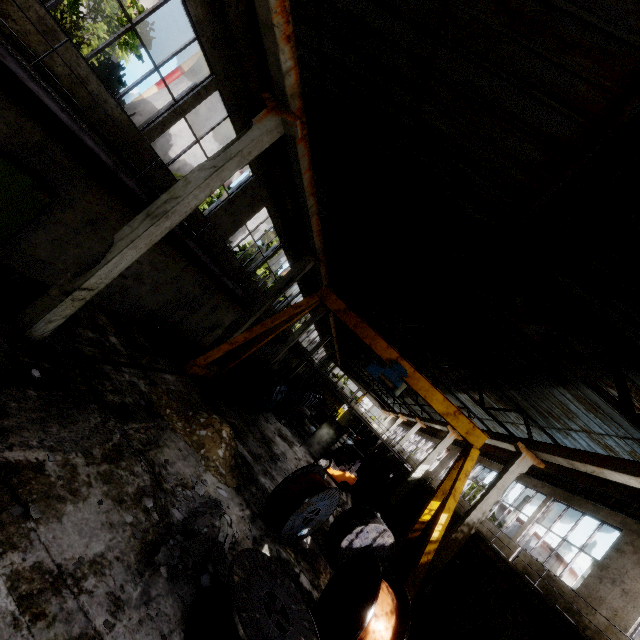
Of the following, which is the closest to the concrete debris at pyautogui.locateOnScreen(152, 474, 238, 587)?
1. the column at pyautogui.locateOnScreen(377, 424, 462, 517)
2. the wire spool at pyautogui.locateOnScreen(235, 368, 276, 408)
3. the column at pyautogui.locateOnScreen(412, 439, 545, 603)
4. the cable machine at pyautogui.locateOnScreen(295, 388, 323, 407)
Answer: the wire spool at pyautogui.locateOnScreen(235, 368, 276, 408)

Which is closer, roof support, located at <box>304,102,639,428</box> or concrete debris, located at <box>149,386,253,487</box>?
roof support, located at <box>304,102,639,428</box>

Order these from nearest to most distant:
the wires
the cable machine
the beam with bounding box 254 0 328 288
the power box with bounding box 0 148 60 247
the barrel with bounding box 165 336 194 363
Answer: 1. the beam with bounding box 254 0 328 288
2. the power box with bounding box 0 148 60 247
3. the wires
4. the barrel with bounding box 165 336 194 363
5. the cable machine

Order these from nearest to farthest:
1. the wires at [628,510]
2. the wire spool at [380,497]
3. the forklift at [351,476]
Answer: the wires at [628,510] < the forklift at [351,476] < the wire spool at [380,497]

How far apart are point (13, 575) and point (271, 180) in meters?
13.6 m

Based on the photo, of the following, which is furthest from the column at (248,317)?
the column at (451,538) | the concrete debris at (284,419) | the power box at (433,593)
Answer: the power box at (433,593)

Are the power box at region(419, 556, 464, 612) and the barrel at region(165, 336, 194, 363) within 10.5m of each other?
no

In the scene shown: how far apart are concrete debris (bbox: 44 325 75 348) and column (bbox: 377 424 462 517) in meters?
19.6
